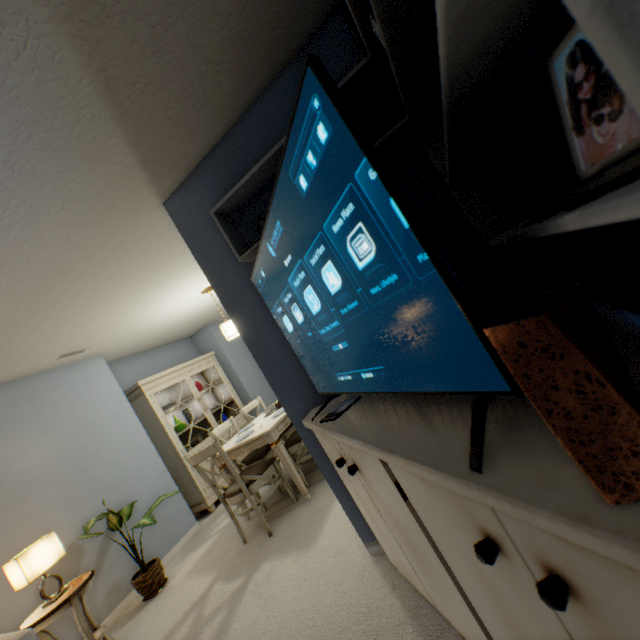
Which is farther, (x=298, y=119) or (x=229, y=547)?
(x=229, y=547)

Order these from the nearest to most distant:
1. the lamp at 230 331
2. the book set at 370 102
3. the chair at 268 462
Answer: the book set at 370 102
the chair at 268 462
the lamp at 230 331

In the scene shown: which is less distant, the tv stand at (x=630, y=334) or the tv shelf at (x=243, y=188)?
the tv stand at (x=630, y=334)

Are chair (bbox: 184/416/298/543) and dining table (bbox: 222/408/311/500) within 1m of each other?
yes

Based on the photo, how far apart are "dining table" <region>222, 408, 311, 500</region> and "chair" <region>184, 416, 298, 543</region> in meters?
0.1

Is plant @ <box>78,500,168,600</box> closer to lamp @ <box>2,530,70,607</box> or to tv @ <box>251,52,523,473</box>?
lamp @ <box>2,530,70,607</box>

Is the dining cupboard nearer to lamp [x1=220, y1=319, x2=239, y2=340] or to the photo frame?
lamp [x1=220, y1=319, x2=239, y2=340]

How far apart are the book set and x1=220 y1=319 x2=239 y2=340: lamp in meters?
2.5
